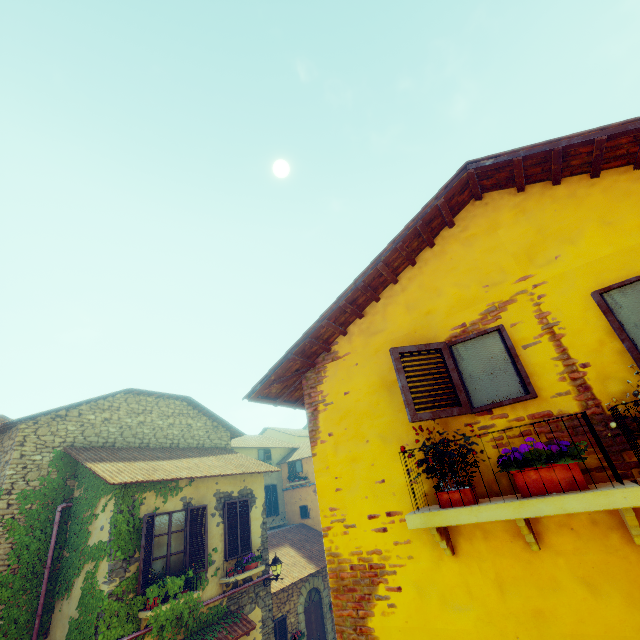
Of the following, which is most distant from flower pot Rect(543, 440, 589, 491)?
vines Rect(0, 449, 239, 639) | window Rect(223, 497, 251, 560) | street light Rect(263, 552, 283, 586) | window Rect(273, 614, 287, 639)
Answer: window Rect(273, 614, 287, 639)

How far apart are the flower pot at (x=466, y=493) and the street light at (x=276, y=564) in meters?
10.7

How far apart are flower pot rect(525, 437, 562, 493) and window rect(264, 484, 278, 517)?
19.4 meters

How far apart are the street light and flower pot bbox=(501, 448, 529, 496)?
11.1 meters

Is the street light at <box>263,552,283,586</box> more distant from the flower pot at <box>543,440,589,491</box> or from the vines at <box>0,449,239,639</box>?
the flower pot at <box>543,440,589,491</box>

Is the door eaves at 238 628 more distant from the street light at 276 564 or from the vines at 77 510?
the street light at 276 564

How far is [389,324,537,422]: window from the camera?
2.82m

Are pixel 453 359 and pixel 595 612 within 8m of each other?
yes
